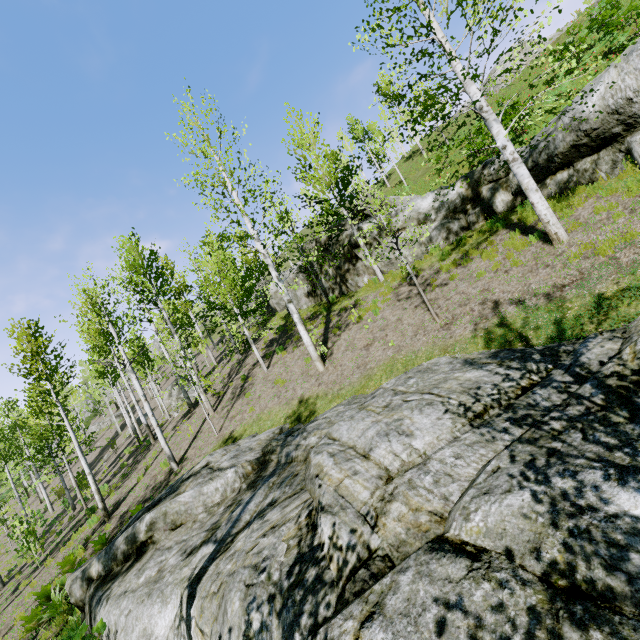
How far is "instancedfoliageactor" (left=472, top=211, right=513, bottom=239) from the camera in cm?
1081

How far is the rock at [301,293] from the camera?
19.2m

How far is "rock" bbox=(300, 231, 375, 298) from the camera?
15.8 meters

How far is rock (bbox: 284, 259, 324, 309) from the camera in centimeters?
1916cm

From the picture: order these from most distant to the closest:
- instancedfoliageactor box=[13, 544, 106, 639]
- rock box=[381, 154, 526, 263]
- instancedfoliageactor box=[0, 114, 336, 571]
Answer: instancedfoliageactor box=[0, 114, 336, 571], rock box=[381, 154, 526, 263], instancedfoliageactor box=[13, 544, 106, 639]

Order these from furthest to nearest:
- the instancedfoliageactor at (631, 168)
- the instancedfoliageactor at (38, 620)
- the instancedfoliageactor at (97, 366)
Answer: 1. the instancedfoliageactor at (97, 366)
2. the instancedfoliageactor at (631, 168)
3. the instancedfoliageactor at (38, 620)

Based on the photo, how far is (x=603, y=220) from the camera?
7.47m

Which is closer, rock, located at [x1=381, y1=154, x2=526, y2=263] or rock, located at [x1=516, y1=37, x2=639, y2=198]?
rock, located at [x1=516, y1=37, x2=639, y2=198]
